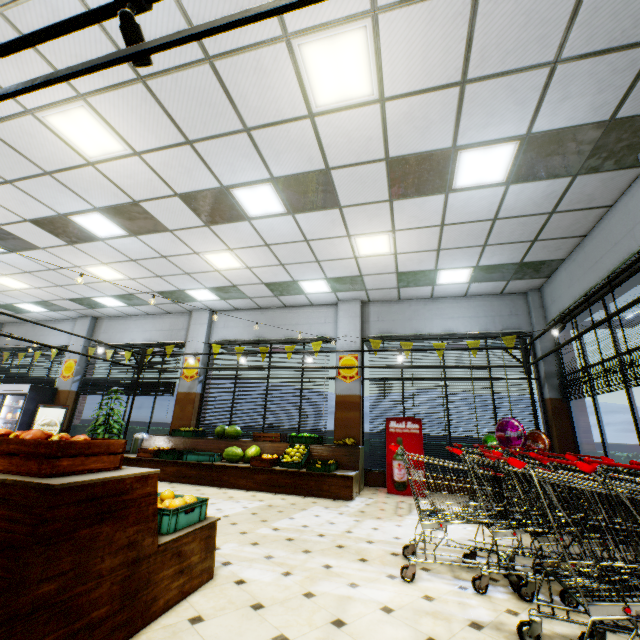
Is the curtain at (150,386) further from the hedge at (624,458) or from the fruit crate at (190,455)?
the hedge at (624,458)

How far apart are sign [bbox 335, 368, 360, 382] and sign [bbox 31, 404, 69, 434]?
9.3m

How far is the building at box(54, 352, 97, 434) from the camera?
11.2m

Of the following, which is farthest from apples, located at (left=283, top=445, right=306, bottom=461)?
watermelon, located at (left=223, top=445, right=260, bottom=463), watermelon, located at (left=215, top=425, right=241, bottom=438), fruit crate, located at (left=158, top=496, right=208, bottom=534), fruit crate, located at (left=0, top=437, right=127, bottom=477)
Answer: fruit crate, located at (left=0, top=437, right=127, bottom=477)

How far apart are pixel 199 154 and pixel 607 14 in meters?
4.8

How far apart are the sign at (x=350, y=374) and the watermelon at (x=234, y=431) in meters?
3.0 m

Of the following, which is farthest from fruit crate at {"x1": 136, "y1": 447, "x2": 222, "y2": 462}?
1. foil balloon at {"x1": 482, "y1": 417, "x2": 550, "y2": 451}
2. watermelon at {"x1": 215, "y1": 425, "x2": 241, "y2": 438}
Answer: foil balloon at {"x1": 482, "y1": 417, "x2": 550, "y2": 451}

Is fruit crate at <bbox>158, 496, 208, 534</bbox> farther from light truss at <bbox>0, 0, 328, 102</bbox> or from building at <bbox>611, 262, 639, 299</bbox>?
light truss at <bbox>0, 0, 328, 102</bbox>
